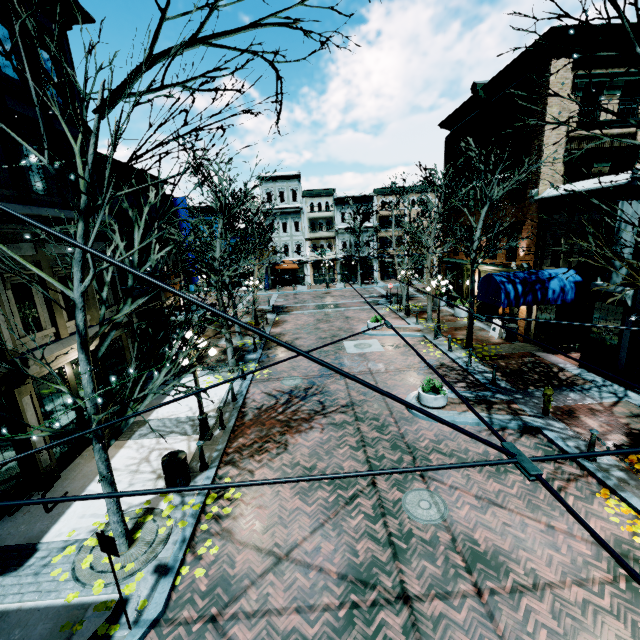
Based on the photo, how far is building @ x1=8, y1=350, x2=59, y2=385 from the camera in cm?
792

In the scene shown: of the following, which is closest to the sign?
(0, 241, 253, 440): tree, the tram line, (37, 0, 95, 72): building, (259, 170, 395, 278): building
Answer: (0, 241, 253, 440): tree

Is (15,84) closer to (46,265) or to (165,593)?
(46,265)

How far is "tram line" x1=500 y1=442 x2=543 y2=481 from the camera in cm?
161

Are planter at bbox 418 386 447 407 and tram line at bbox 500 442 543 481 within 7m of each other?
no

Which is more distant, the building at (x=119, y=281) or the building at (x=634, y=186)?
the building at (x=119, y=281)

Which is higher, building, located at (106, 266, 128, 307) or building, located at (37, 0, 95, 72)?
building, located at (37, 0, 95, 72)
